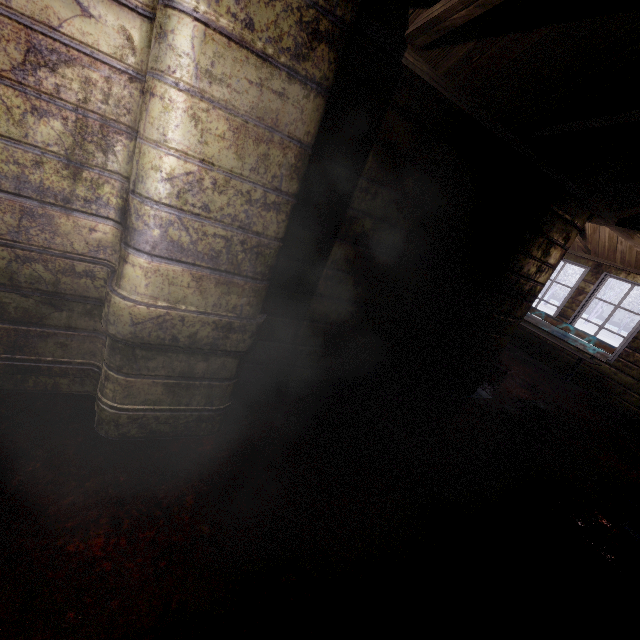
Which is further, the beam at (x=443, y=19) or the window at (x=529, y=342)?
the window at (x=529, y=342)

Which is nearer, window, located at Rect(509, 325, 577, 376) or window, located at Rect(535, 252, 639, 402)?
window, located at Rect(535, 252, 639, 402)

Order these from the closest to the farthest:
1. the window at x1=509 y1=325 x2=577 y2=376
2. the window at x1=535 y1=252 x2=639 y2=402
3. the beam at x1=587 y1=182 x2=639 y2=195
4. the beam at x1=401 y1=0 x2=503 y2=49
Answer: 1. the beam at x1=401 y1=0 x2=503 y2=49
2. the beam at x1=587 y1=182 x2=639 y2=195
3. the window at x1=535 y1=252 x2=639 y2=402
4. the window at x1=509 y1=325 x2=577 y2=376

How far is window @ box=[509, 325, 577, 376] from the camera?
5.8 meters

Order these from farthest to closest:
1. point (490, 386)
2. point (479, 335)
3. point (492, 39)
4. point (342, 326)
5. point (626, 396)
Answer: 1. point (626, 396)
2. point (490, 386)
3. point (479, 335)
4. point (342, 326)
5. point (492, 39)

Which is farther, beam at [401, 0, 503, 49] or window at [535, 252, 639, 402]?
window at [535, 252, 639, 402]

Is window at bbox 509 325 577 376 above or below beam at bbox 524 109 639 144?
below
